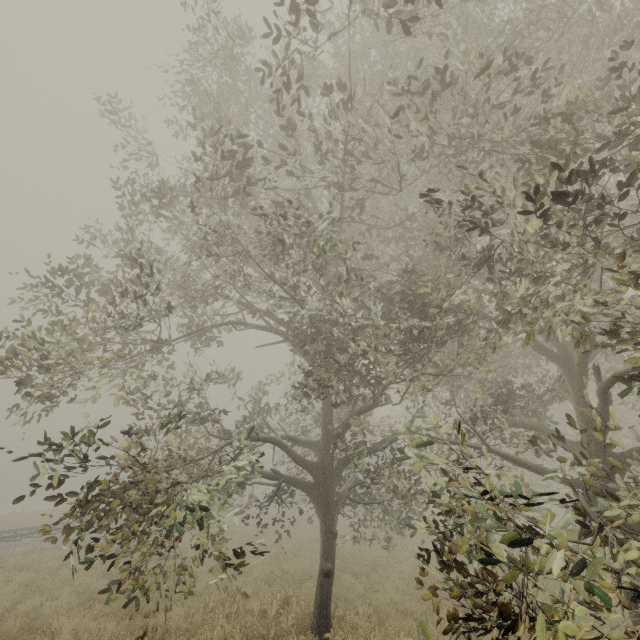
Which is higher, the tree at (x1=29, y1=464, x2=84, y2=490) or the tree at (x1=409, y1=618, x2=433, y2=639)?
the tree at (x1=29, y1=464, x2=84, y2=490)

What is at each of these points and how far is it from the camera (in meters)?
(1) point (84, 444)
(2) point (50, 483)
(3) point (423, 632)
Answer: (1) tree, 4.49
(2) tree, 4.59
(3) tree, 2.77

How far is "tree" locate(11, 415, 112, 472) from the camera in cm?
423

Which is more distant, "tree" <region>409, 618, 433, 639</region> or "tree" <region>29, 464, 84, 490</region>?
"tree" <region>29, 464, 84, 490</region>

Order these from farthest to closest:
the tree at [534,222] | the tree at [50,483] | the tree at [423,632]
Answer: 1. the tree at [50,483]
2. the tree at [534,222]
3. the tree at [423,632]

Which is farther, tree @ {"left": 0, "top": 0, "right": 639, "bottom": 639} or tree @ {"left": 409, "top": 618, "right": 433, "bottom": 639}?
tree @ {"left": 0, "top": 0, "right": 639, "bottom": 639}

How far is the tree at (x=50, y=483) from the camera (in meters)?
4.20
